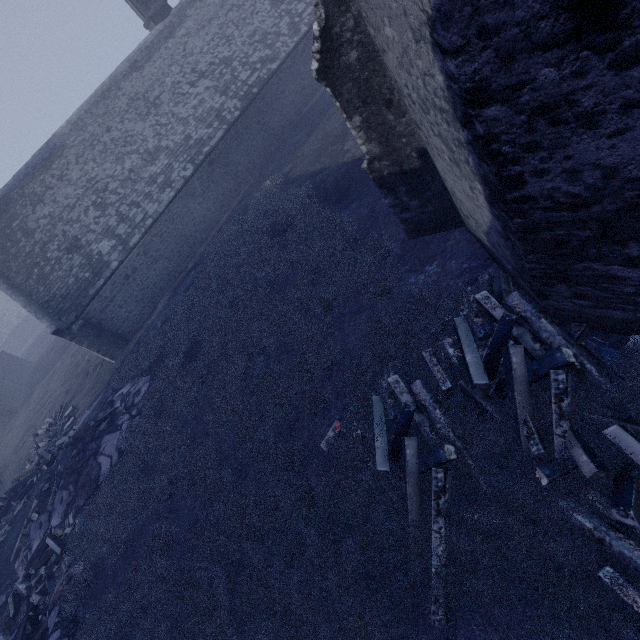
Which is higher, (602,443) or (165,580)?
(602,443)

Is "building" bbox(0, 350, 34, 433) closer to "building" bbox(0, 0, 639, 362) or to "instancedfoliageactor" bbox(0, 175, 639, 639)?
"building" bbox(0, 0, 639, 362)

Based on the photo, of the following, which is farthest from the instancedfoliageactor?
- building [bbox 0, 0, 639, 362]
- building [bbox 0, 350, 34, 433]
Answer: building [bbox 0, 350, 34, 433]

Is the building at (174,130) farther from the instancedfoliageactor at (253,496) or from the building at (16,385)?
the building at (16,385)

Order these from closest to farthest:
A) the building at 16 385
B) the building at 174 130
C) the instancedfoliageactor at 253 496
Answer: the building at 174 130
the instancedfoliageactor at 253 496
the building at 16 385

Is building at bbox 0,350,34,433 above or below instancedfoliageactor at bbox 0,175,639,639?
above
